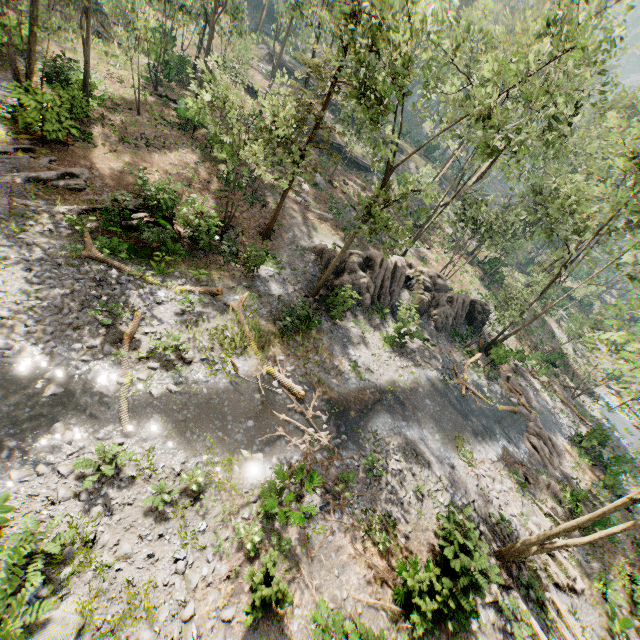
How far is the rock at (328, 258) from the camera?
23.3m

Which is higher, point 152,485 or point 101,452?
point 152,485

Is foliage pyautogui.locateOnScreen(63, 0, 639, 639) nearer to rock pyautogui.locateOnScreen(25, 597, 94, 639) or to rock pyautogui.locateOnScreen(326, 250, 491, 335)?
rock pyautogui.locateOnScreen(326, 250, 491, 335)

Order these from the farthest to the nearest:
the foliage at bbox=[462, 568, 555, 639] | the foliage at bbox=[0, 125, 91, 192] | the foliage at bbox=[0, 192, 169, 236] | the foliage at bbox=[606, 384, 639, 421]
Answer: the foliage at bbox=[0, 125, 91, 192], the foliage at bbox=[0, 192, 169, 236], the foliage at bbox=[462, 568, 555, 639], the foliage at bbox=[606, 384, 639, 421]

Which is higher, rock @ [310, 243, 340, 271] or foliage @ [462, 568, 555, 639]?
rock @ [310, 243, 340, 271]

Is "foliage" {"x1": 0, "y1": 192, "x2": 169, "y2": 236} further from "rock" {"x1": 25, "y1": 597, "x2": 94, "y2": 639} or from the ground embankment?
"rock" {"x1": 25, "y1": 597, "x2": 94, "y2": 639}

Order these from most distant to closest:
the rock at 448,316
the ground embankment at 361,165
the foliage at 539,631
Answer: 1. the ground embankment at 361,165
2. the rock at 448,316
3. the foliage at 539,631

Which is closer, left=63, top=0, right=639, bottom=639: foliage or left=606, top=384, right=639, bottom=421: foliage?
left=606, top=384, right=639, bottom=421: foliage
